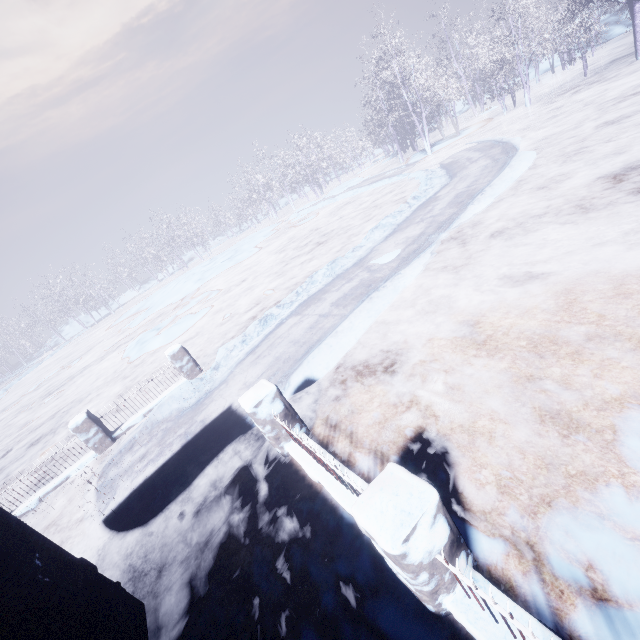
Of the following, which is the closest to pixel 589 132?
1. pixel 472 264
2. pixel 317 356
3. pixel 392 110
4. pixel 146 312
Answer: pixel 472 264

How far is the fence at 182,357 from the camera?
6.7m

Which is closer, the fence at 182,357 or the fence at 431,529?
the fence at 431,529

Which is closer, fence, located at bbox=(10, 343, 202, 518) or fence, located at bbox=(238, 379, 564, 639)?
fence, located at bbox=(238, 379, 564, 639)

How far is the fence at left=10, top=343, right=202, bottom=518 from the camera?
6.7 meters
